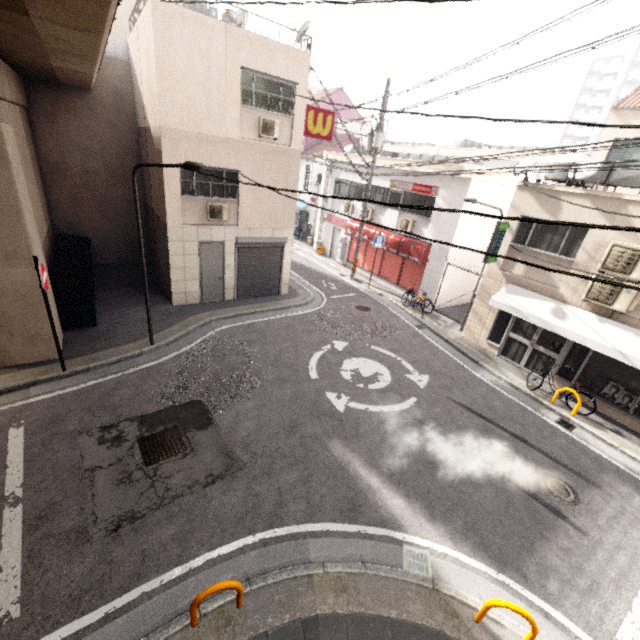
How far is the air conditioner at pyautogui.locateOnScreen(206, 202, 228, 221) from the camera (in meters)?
11.40

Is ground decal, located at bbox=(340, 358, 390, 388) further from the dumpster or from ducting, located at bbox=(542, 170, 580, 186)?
ducting, located at bbox=(542, 170, 580, 186)

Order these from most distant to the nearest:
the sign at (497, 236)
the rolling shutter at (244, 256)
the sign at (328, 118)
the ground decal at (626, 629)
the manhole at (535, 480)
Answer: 1. the rolling shutter at (244, 256)
2. the sign at (328, 118)
3. the sign at (497, 236)
4. the manhole at (535, 480)
5. the ground decal at (626, 629)

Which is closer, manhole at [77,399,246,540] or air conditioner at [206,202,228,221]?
manhole at [77,399,246,540]

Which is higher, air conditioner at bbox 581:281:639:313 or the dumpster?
air conditioner at bbox 581:281:639:313

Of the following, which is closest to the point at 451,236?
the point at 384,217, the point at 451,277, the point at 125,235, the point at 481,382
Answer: the point at 451,277

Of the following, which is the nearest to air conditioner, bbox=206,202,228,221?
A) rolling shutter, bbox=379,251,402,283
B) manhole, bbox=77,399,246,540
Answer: manhole, bbox=77,399,246,540

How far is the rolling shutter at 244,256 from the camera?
12.8 meters
